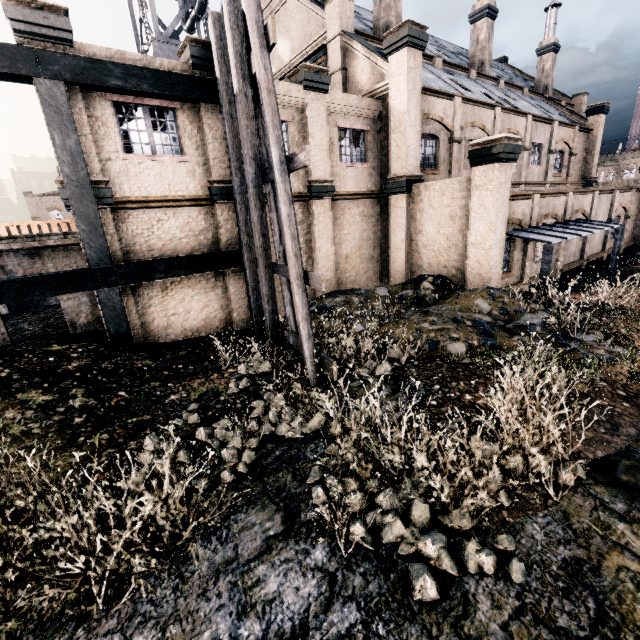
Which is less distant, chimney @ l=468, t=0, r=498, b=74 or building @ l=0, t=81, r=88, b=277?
building @ l=0, t=81, r=88, b=277

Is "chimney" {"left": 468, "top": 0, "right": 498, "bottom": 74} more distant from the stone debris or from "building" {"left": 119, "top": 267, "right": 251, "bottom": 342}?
the stone debris

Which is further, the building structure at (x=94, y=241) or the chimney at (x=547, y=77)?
the chimney at (x=547, y=77)

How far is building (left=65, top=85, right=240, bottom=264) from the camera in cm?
1037

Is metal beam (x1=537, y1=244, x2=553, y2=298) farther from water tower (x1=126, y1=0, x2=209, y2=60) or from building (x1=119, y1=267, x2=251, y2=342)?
water tower (x1=126, y1=0, x2=209, y2=60)

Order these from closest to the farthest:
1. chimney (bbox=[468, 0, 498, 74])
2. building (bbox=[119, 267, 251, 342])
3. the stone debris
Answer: the stone debris, building (bbox=[119, 267, 251, 342]), chimney (bbox=[468, 0, 498, 74])

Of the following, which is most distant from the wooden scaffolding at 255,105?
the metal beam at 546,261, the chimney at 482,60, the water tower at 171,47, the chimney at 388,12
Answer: the chimney at 482,60

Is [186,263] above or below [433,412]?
above
